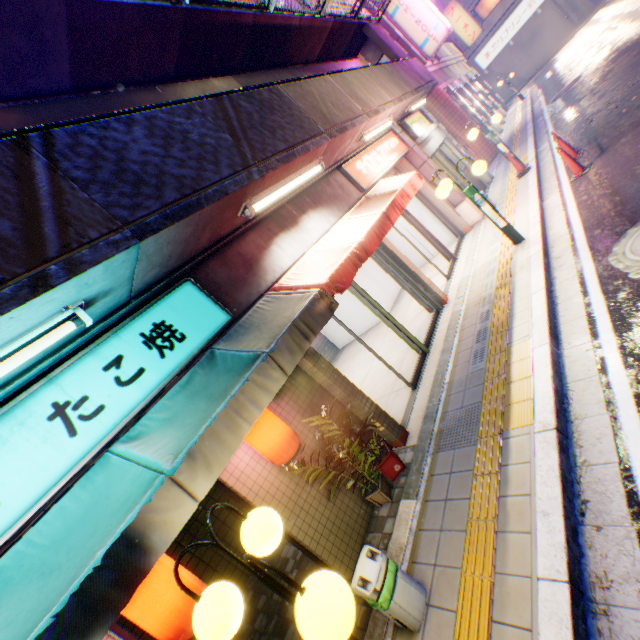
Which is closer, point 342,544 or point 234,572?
point 342,544

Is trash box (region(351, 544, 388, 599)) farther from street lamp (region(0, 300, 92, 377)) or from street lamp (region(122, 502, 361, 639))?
street lamp (region(0, 300, 92, 377))

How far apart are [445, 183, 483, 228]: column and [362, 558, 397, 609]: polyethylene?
10.08m

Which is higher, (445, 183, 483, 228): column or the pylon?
the pylon

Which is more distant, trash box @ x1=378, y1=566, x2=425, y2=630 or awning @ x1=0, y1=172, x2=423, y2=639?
trash box @ x1=378, y1=566, x2=425, y2=630

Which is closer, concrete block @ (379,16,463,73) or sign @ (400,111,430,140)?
sign @ (400,111,430,140)

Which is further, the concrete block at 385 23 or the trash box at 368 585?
the concrete block at 385 23

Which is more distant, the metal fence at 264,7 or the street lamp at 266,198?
the metal fence at 264,7
